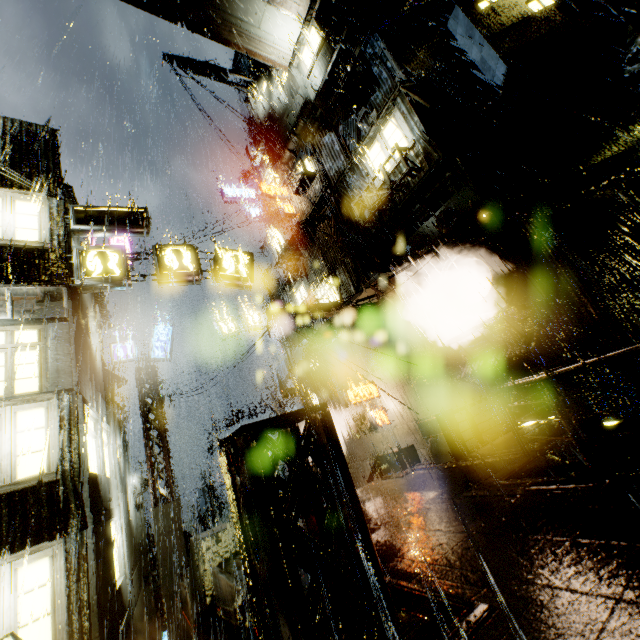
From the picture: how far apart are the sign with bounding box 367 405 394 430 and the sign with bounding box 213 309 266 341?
9.10m

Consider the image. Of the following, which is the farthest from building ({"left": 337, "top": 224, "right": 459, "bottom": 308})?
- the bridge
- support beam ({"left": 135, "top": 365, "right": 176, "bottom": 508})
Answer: support beam ({"left": 135, "top": 365, "right": 176, "bottom": 508})

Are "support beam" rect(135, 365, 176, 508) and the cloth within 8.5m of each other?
yes

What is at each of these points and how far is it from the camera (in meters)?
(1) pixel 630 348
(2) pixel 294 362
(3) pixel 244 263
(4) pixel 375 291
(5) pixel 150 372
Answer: (1) railing, 4.61
(2) cloth, 18.67
(3) sign, 11.74
(4) building, 13.27
(5) support beam, 17.78

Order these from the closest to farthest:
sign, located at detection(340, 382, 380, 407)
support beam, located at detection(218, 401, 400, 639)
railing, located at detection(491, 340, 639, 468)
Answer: support beam, located at detection(218, 401, 400, 639) → railing, located at detection(491, 340, 639, 468) → sign, located at detection(340, 382, 380, 407)

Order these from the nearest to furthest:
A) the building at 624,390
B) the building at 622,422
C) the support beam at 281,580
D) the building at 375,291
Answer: the support beam at 281,580 → the building at 622,422 → the building at 624,390 → the building at 375,291

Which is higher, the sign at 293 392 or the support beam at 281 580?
the sign at 293 392

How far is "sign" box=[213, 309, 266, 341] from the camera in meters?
21.2
